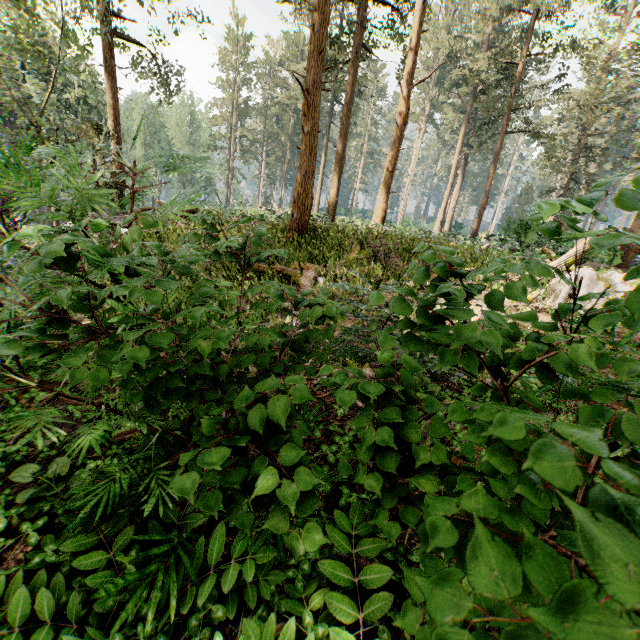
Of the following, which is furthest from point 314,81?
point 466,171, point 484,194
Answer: point 466,171
